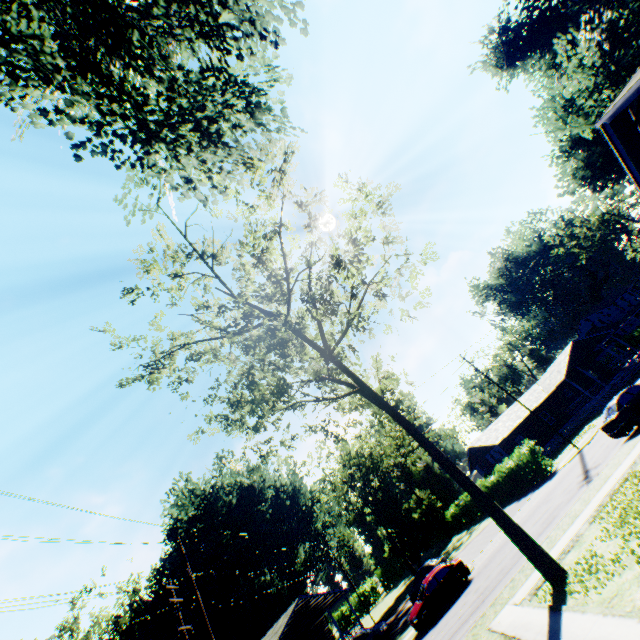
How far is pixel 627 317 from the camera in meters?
56.3 m

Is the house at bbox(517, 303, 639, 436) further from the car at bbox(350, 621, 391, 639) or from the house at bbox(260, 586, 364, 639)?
the house at bbox(260, 586, 364, 639)

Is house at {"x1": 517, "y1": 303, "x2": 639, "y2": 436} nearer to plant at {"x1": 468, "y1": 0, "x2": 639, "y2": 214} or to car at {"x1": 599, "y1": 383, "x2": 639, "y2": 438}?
car at {"x1": 599, "y1": 383, "x2": 639, "y2": 438}

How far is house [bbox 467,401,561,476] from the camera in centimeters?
3822cm

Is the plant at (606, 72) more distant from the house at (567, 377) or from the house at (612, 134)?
the house at (567, 377)

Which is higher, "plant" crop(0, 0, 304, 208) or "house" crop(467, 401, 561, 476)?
"plant" crop(0, 0, 304, 208)

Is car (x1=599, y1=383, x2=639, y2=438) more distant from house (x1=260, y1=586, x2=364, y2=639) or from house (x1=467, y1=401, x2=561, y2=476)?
house (x1=260, y1=586, x2=364, y2=639)

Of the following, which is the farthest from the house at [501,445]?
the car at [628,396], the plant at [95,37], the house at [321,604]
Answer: the plant at [95,37]
